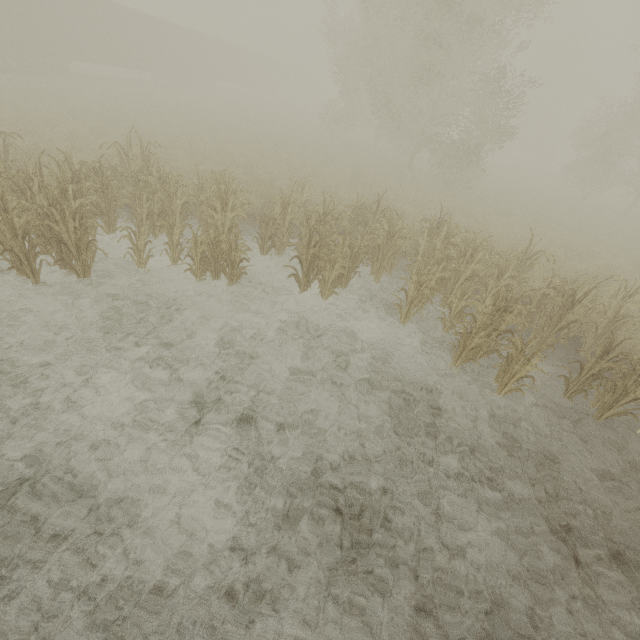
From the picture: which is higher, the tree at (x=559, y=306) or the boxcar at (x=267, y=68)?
the boxcar at (x=267, y=68)

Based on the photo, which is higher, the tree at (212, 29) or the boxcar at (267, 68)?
the tree at (212, 29)

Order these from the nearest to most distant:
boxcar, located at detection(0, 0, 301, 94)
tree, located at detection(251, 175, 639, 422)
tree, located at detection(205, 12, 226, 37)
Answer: tree, located at detection(251, 175, 639, 422)
boxcar, located at detection(0, 0, 301, 94)
tree, located at detection(205, 12, 226, 37)

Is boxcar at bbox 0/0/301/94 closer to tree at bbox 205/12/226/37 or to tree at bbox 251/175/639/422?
tree at bbox 205/12/226/37

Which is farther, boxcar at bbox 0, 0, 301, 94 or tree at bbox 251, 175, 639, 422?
boxcar at bbox 0, 0, 301, 94

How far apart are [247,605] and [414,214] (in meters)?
13.43

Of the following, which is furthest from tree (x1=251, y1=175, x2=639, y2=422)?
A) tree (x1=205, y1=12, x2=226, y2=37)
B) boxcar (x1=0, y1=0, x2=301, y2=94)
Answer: tree (x1=205, y1=12, x2=226, y2=37)
